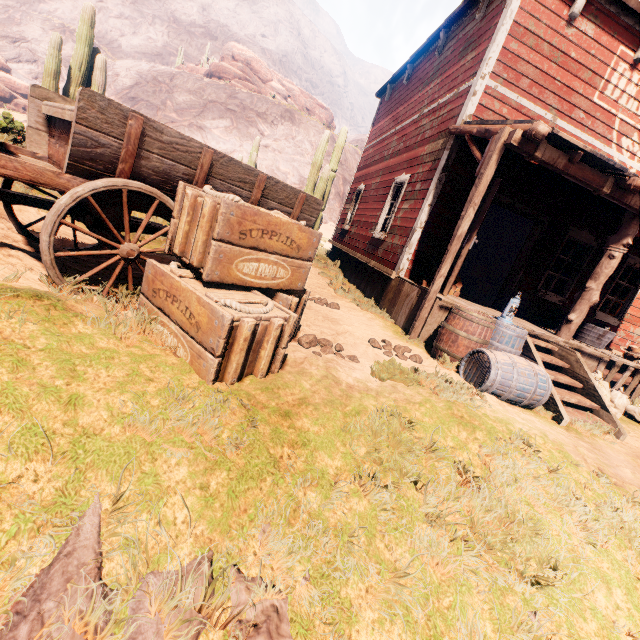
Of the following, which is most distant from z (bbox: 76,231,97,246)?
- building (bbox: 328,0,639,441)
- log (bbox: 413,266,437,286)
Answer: log (bbox: 413,266,437,286)

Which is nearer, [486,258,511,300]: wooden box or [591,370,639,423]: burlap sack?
[591,370,639,423]: burlap sack

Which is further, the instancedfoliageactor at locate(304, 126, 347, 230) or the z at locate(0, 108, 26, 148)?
the instancedfoliageactor at locate(304, 126, 347, 230)

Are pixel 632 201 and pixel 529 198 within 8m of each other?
yes

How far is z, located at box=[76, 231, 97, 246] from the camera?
4.28m

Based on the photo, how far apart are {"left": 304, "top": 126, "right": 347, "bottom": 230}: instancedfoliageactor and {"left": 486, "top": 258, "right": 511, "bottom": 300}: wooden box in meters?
8.5 m

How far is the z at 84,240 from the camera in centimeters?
428cm

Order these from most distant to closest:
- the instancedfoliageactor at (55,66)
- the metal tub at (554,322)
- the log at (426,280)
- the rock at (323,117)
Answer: the rock at (323,117), the instancedfoliageactor at (55,66), the metal tub at (554,322), the log at (426,280)
